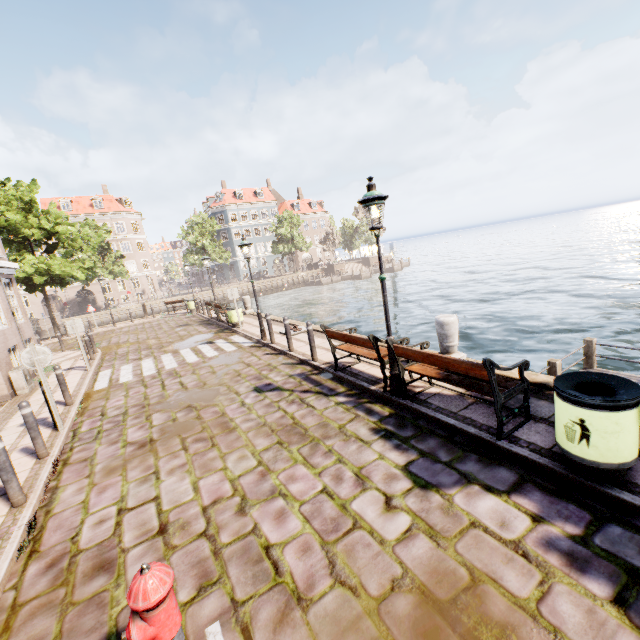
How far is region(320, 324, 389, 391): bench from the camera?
6.1m

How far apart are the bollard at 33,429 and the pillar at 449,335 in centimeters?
784cm

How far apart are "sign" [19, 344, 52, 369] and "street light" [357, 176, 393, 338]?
7.0 meters

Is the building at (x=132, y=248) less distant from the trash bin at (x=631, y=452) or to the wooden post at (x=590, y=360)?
the wooden post at (x=590, y=360)

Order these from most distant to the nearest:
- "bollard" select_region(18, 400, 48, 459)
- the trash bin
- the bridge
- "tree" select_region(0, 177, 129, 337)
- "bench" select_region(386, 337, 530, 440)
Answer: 1. the bridge
2. "tree" select_region(0, 177, 129, 337)
3. "bollard" select_region(18, 400, 48, 459)
4. "bench" select_region(386, 337, 530, 440)
5. the trash bin

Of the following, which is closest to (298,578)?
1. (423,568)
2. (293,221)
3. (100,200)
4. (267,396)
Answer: (423,568)

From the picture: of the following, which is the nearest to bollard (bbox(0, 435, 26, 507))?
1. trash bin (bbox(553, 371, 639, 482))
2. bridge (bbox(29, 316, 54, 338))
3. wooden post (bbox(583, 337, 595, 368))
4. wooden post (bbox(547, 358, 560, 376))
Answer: trash bin (bbox(553, 371, 639, 482))

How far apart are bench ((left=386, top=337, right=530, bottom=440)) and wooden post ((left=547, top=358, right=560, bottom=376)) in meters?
4.1 m
